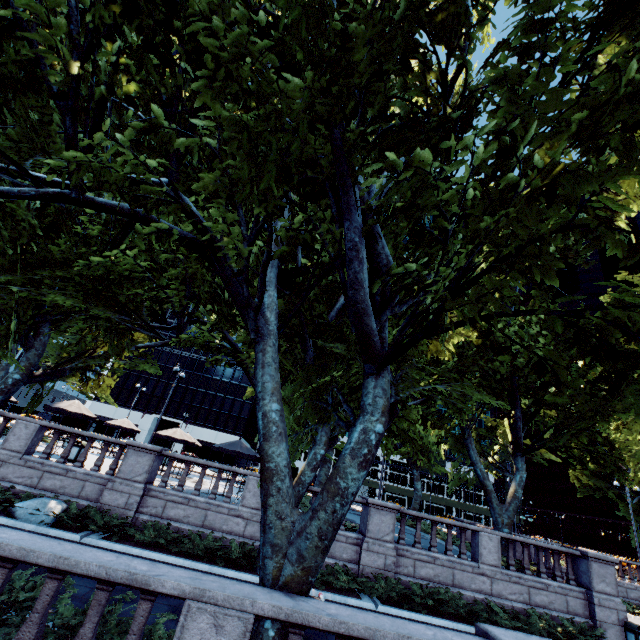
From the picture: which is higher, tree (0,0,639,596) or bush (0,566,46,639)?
tree (0,0,639,596)

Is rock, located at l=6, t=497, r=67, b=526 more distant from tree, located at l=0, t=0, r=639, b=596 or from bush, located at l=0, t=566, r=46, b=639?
bush, located at l=0, t=566, r=46, b=639

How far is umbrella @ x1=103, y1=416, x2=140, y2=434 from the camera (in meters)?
25.41

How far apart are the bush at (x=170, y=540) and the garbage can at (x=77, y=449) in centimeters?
768cm

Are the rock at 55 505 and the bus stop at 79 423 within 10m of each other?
no

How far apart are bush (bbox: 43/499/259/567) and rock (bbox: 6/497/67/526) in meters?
2.8

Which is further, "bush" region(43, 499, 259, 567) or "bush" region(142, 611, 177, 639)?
"bush" region(43, 499, 259, 567)

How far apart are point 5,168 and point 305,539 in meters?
9.4 m
